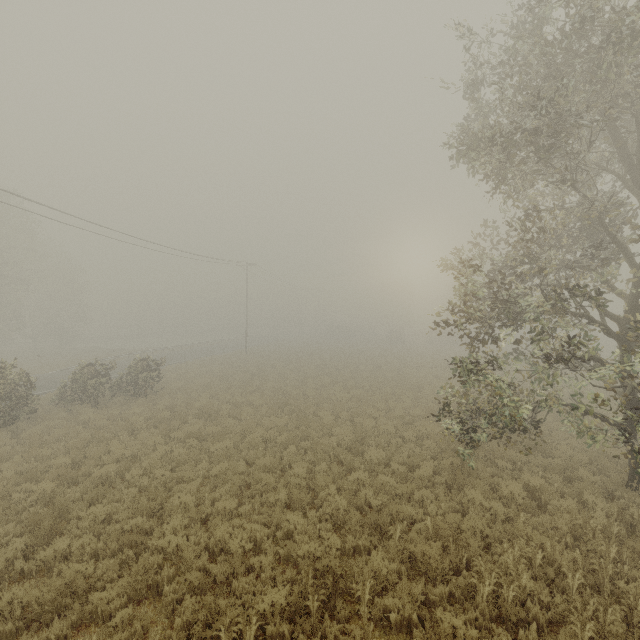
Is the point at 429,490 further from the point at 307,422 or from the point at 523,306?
the point at 307,422
